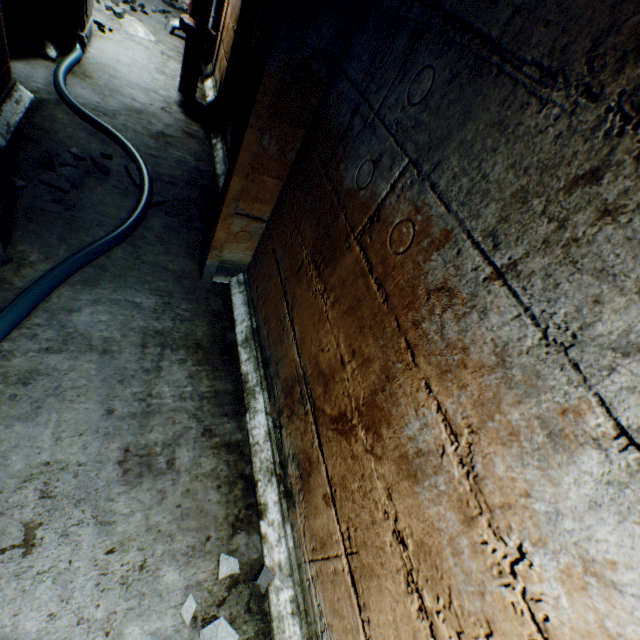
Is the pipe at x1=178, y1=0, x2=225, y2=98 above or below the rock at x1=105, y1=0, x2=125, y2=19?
above

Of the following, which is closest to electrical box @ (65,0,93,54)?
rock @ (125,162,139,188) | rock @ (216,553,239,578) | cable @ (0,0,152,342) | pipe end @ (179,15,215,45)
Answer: cable @ (0,0,152,342)

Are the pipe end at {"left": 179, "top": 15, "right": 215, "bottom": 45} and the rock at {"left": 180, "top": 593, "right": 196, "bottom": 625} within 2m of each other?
no

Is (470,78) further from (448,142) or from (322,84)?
(322,84)

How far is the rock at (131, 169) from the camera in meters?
2.7

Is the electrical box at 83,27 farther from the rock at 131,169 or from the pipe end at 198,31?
the rock at 131,169

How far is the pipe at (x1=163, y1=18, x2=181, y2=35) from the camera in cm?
516

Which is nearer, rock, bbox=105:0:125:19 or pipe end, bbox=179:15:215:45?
pipe end, bbox=179:15:215:45
